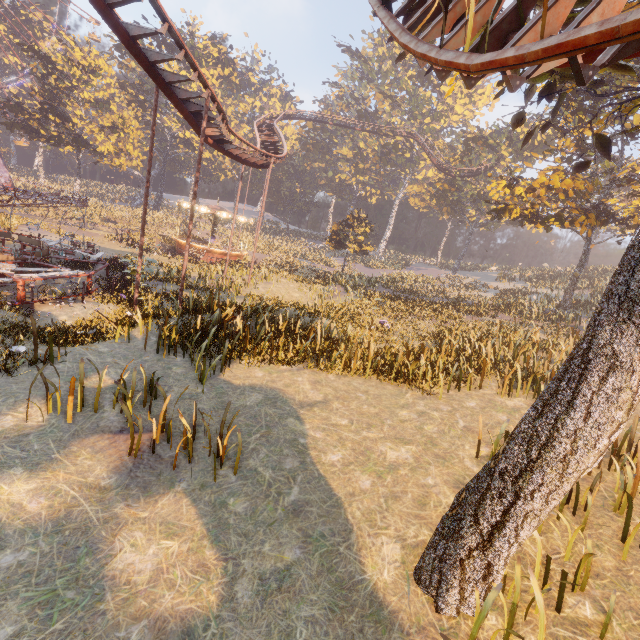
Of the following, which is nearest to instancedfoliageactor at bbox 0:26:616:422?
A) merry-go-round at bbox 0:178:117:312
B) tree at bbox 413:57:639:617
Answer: merry-go-round at bbox 0:178:117:312

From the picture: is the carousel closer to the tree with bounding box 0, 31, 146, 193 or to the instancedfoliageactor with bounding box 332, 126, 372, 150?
the instancedfoliageactor with bounding box 332, 126, 372, 150

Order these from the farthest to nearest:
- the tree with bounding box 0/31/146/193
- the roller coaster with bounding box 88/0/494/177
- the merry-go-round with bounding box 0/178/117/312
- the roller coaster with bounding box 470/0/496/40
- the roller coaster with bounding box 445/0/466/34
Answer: the tree with bounding box 0/31/146/193 → the merry-go-round with bounding box 0/178/117/312 → the roller coaster with bounding box 88/0/494/177 → the roller coaster with bounding box 445/0/466/34 → the roller coaster with bounding box 470/0/496/40

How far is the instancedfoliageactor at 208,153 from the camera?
54.4m

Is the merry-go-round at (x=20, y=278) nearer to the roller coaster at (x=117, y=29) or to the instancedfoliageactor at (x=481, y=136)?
the roller coaster at (x=117, y=29)

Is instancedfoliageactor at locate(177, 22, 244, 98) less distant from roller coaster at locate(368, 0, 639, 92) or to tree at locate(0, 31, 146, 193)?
roller coaster at locate(368, 0, 639, 92)

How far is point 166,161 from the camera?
57.34m
